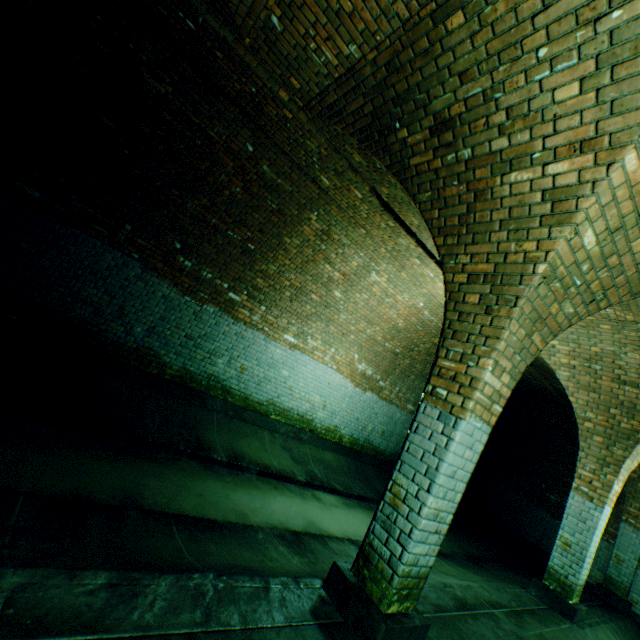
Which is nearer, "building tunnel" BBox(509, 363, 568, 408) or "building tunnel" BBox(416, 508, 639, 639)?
"building tunnel" BBox(416, 508, 639, 639)

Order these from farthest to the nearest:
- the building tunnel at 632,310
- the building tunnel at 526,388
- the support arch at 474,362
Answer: the building tunnel at 526,388 → the building tunnel at 632,310 → the support arch at 474,362

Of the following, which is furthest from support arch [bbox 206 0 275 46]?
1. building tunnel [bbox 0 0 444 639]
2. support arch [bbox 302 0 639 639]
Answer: support arch [bbox 302 0 639 639]

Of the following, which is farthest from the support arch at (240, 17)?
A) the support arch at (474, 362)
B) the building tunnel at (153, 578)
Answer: the support arch at (474, 362)

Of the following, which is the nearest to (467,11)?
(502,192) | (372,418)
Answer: (502,192)

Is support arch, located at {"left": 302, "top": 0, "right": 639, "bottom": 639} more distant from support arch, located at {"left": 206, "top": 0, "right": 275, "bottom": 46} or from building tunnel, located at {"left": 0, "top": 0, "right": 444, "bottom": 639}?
support arch, located at {"left": 206, "top": 0, "right": 275, "bottom": 46}

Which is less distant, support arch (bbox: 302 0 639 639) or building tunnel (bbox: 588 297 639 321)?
support arch (bbox: 302 0 639 639)
